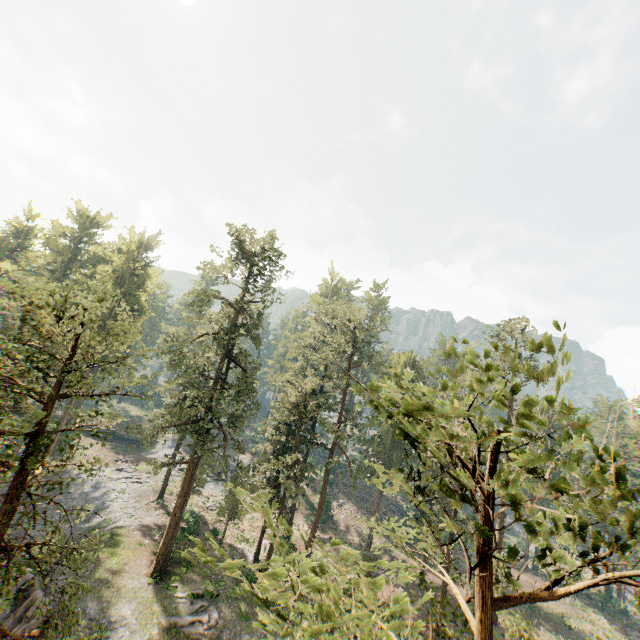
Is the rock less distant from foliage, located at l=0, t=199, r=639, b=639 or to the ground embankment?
foliage, located at l=0, t=199, r=639, b=639

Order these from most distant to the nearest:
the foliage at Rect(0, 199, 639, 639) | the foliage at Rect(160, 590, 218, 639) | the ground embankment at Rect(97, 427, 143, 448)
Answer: the ground embankment at Rect(97, 427, 143, 448), the foliage at Rect(160, 590, 218, 639), the foliage at Rect(0, 199, 639, 639)

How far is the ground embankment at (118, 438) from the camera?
56.2 meters

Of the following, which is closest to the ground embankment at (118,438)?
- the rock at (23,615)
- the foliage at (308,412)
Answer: the foliage at (308,412)

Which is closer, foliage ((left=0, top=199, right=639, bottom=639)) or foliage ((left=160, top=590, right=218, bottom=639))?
foliage ((left=0, top=199, right=639, bottom=639))

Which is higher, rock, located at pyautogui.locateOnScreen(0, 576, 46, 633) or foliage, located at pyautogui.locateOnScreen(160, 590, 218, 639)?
foliage, located at pyautogui.locateOnScreen(160, 590, 218, 639)

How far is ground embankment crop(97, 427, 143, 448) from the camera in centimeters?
5625cm

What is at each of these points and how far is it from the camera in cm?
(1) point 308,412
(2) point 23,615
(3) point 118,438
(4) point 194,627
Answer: (1) foliage, 3123
(2) rock, 2094
(3) ground embankment, 5697
(4) foliage, 2262
